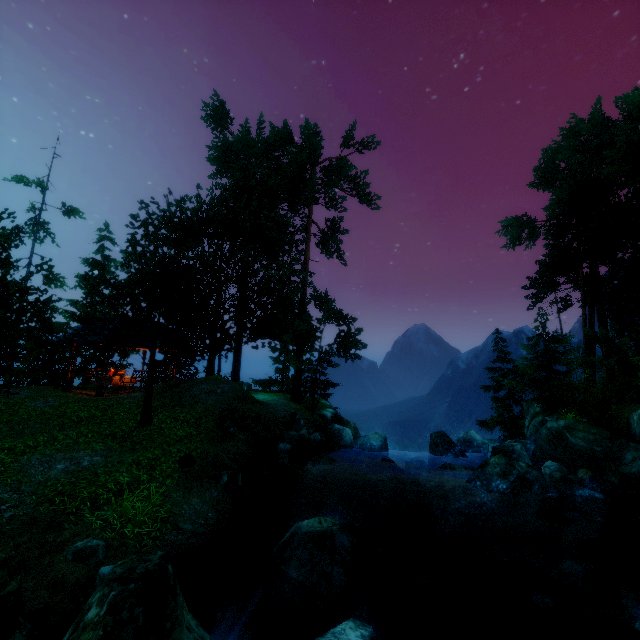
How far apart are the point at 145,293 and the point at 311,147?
17.4m

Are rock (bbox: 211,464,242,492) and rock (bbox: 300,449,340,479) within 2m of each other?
no

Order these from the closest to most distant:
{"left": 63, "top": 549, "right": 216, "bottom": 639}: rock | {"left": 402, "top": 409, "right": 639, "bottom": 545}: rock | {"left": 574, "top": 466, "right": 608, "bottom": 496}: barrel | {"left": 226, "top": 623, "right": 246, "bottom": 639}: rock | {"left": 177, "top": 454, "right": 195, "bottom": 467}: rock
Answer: {"left": 63, "top": 549, "right": 216, "bottom": 639}: rock < {"left": 226, "top": 623, "right": 246, "bottom": 639}: rock < {"left": 177, "top": 454, "right": 195, "bottom": 467}: rock < {"left": 402, "top": 409, "right": 639, "bottom": 545}: rock < {"left": 574, "top": 466, "right": 608, "bottom": 496}: barrel

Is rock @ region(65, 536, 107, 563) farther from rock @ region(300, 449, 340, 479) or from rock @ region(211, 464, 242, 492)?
rock @ region(300, 449, 340, 479)

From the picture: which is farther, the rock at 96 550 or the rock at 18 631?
the rock at 96 550

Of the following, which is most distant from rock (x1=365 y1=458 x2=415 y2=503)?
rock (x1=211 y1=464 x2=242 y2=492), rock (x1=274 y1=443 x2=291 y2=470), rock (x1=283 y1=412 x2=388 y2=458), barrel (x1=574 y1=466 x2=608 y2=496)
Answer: rock (x1=211 y1=464 x2=242 y2=492)

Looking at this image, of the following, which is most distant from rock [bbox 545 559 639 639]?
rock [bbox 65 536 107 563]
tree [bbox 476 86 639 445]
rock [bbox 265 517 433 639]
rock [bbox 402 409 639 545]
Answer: tree [bbox 476 86 639 445]

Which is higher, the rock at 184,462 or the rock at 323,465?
the rock at 184,462
